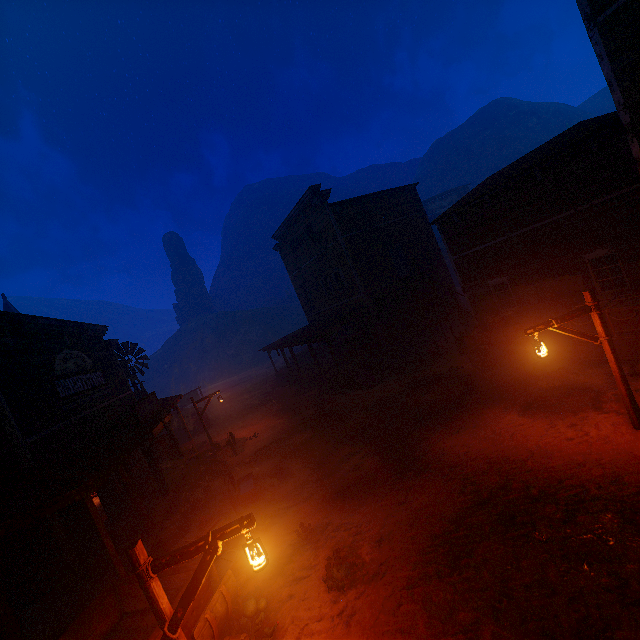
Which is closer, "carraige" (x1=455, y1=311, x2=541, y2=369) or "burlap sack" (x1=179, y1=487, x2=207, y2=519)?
"burlap sack" (x1=179, y1=487, x2=207, y2=519)

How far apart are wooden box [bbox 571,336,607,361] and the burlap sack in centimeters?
1469cm

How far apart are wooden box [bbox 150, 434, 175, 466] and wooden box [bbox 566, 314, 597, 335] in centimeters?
1837cm

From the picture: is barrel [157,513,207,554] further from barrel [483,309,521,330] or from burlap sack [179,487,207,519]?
barrel [483,309,521,330]

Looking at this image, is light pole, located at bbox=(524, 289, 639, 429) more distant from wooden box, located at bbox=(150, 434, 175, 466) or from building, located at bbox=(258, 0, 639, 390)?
wooden box, located at bbox=(150, 434, 175, 466)

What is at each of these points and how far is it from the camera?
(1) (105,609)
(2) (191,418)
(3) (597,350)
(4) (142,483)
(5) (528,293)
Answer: (1) carraige, 6.61m
(2) instancedfoliageactor, 25.48m
(3) wooden box, 10.74m
(4) log pile, 13.57m
(5) poster, 14.04m

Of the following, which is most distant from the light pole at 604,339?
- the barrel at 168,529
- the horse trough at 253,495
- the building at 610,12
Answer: the barrel at 168,529

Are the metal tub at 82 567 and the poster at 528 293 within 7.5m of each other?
→ no
